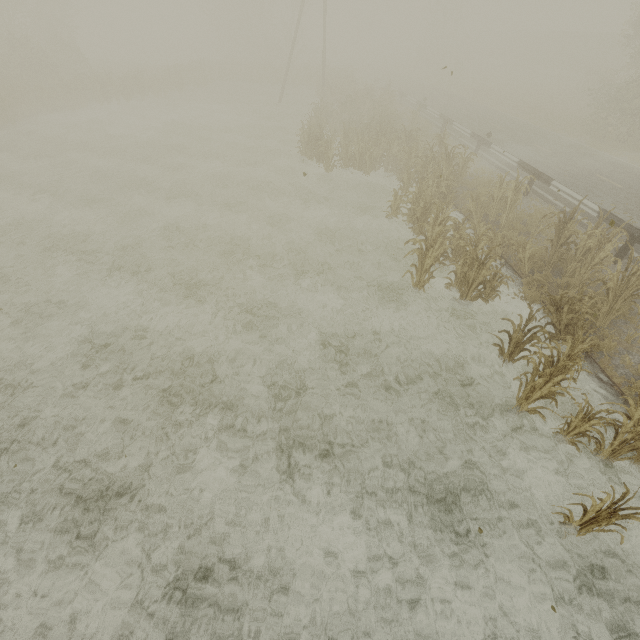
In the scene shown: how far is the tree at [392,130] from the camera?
8.1m

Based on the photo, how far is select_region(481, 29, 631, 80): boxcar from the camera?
38.66m

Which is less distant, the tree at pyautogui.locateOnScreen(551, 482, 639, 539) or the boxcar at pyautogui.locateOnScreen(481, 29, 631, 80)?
the tree at pyautogui.locateOnScreen(551, 482, 639, 539)

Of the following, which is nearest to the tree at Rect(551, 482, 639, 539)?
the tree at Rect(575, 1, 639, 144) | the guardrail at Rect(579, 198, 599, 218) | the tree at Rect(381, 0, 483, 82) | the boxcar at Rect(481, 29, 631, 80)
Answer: the guardrail at Rect(579, 198, 599, 218)

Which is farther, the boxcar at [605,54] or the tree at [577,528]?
the boxcar at [605,54]

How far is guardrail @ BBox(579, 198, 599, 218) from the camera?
10.07m

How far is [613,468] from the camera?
5.4m

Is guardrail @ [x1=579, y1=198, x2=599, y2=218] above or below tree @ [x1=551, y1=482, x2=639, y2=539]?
above
